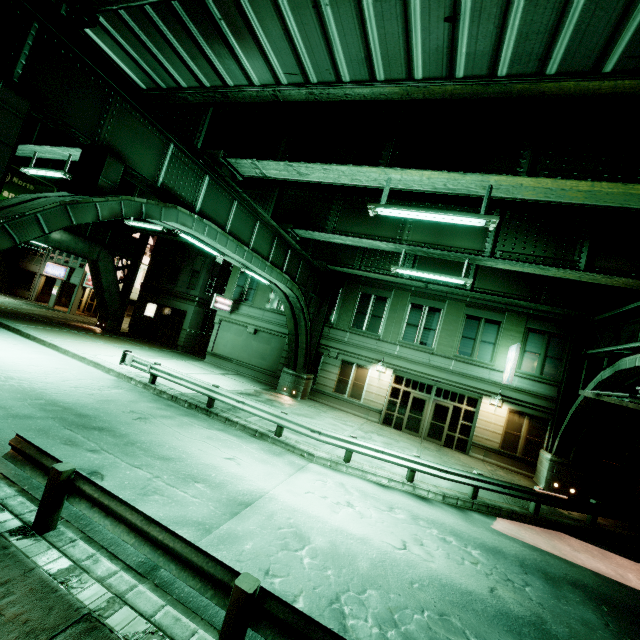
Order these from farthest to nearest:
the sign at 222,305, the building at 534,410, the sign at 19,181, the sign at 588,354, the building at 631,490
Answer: the sign at 222,305, the sign at 19,181, the building at 534,410, the building at 631,490, the sign at 588,354

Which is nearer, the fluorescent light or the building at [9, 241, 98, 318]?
the fluorescent light

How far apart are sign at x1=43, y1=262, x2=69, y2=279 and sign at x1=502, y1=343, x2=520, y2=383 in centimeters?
4012cm

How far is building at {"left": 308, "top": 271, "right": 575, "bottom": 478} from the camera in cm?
1847

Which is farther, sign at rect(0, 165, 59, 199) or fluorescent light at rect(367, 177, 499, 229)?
sign at rect(0, 165, 59, 199)

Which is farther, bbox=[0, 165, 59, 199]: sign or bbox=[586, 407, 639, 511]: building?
bbox=[0, 165, 59, 199]: sign

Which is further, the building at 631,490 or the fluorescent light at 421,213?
the building at 631,490

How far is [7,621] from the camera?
3.6m
